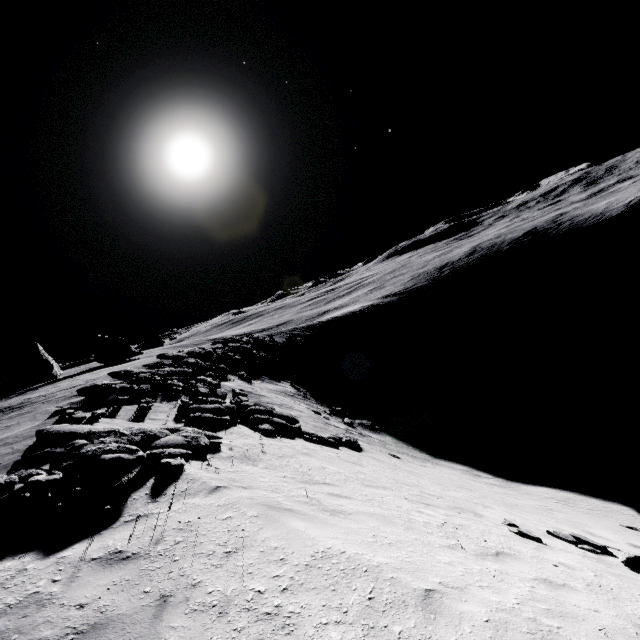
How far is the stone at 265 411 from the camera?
13.3m

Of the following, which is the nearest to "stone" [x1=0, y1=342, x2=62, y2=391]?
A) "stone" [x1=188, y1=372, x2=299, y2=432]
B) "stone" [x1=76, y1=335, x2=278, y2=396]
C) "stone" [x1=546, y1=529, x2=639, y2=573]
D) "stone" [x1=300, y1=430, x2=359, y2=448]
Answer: "stone" [x1=76, y1=335, x2=278, y2=396]

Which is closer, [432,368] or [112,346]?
[432,368]

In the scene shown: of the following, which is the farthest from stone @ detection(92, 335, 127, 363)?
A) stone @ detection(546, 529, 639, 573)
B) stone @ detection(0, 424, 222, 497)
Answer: stone @ detection(546, 529, 639, 573)

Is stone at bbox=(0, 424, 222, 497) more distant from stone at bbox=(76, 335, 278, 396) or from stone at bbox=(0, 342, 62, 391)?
stone at bbox=(0, 342, 62, 391)

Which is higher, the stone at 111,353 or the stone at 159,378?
the stone at 111,353

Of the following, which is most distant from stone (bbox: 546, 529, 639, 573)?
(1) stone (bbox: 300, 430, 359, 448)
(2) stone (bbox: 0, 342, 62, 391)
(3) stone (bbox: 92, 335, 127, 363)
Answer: (3) stone (bbox: 92, 335, 127, 363)

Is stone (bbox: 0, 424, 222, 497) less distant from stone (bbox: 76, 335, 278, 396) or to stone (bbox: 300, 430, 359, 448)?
stone (bbox: 300, 430, 359, 448)
